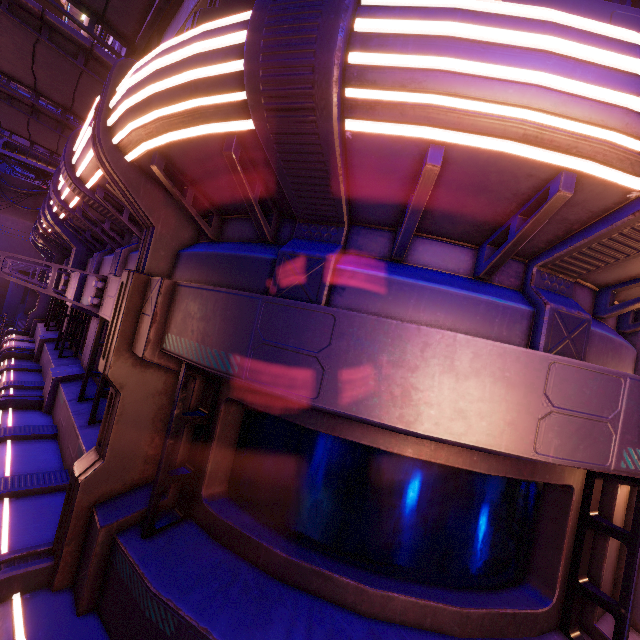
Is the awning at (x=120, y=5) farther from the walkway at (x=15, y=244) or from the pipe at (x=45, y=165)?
the walkway at (x=15, y=244)

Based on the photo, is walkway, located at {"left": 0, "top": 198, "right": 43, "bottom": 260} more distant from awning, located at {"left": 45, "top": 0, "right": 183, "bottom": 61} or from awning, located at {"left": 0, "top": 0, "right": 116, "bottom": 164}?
awning, located at {"left": 45, "top": 0, "right": 183, "bottom": 61}

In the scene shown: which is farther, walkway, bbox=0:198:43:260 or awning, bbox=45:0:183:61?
walkway, bbox=0:198:43:260

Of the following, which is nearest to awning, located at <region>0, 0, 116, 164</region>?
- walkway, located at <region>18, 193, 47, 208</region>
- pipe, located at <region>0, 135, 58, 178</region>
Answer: pipe, located at <region>0, 135, 58, 178</region>

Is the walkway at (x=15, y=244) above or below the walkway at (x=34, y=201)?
below

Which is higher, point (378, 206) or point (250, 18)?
point (250, 18)

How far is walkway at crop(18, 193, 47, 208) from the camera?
22.38m
